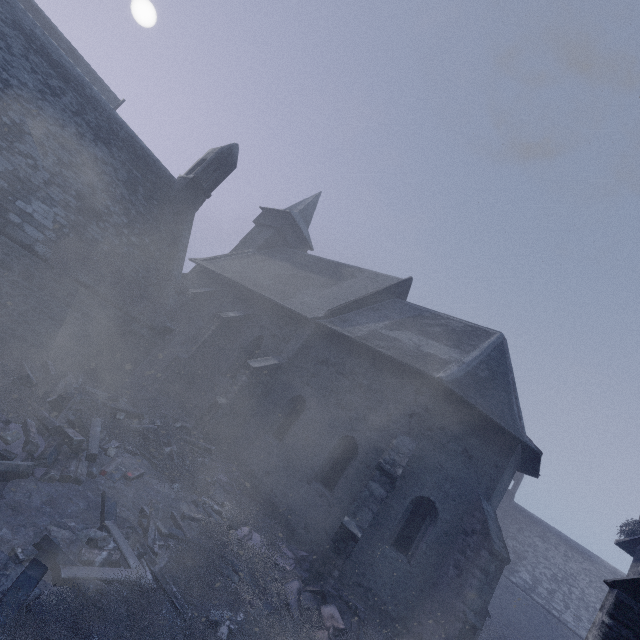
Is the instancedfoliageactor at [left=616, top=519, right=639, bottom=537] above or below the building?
above

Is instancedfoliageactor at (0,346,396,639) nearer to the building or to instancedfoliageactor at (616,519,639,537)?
the building

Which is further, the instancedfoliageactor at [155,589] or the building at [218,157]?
the building at [218,157]

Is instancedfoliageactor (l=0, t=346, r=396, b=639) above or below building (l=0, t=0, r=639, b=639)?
below

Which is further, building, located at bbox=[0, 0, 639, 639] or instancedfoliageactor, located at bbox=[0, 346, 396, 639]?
building, located at bbox=[0, 0, 639, 639]

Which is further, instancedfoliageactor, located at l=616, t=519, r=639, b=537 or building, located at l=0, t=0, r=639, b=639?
instancedfoliageactor, located at l=616, t=519, r=639, b=537

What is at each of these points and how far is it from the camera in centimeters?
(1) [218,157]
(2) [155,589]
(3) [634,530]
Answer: (1) building, 1728cm
(2) instancedfoliageactor, 542cm
(3) instancedfoliageactor, 1205cm

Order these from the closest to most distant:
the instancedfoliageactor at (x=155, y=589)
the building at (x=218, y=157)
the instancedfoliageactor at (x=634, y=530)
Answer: the instancedfoliageactor at (x=155, y=589)
the building at (x=218, y=157)
the instancedfoliageactor at (x=634, y=530)
